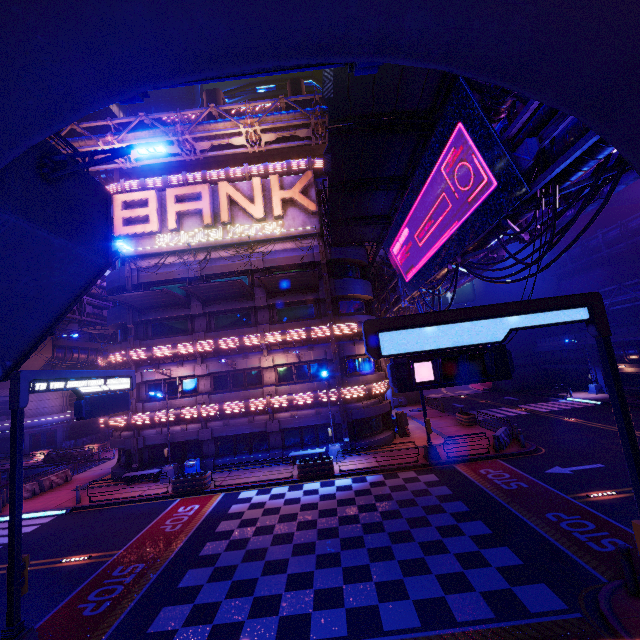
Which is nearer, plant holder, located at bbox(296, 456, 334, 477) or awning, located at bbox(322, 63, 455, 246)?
awning, located at bbox(322, 63, 455, 246)

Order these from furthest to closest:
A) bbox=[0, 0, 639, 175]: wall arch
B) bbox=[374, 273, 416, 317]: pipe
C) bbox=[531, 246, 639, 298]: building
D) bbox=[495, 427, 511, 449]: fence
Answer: bbox=[531, 246, 639, 298]: building < bbox=[374, 273, 416, 317]: pipe < bbox=[495, 427, 511, 449]: fence < bbox=[0, 0, 639, 175]: wall arch

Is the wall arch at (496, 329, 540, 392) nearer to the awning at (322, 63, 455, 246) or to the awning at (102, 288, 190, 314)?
Result: the awning at (102, 288, 190, 314)

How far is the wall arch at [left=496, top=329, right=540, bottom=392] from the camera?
44.3 meters

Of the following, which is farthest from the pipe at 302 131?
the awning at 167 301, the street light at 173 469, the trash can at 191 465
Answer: the trash can at 191 465

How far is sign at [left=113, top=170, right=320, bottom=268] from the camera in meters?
24.3 m

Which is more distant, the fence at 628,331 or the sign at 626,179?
the fence at 628,331

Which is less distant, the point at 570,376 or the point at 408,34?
the point at 408,34
